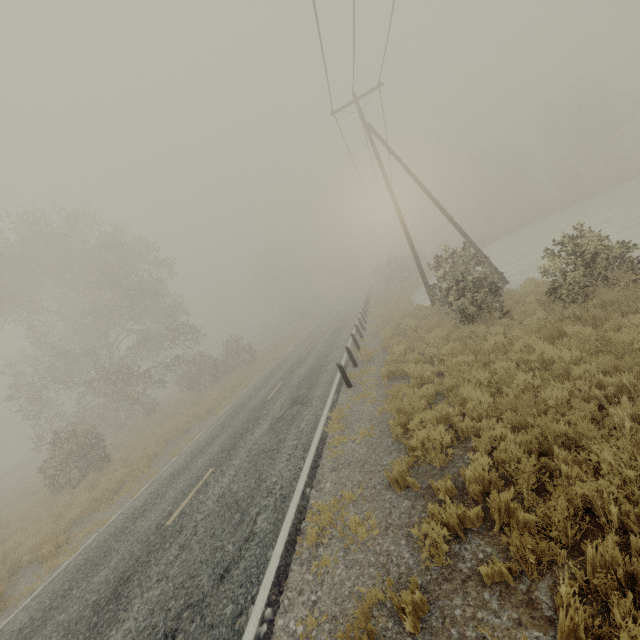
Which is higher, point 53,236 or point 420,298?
point 53,236

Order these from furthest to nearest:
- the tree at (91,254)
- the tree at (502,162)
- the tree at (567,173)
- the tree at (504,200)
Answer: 1. the tree at (504,200)
2. the tree at (502,162)
3. the tree at (567,173)
4. the tree at (91,254)

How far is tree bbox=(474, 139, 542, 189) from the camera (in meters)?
56.22

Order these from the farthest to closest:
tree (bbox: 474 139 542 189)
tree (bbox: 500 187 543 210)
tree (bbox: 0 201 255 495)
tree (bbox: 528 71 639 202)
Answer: tree (bbox: 500 187 543 210), tree (bbox: 474 139 542 189), tree (bbox: 528 71 639 202), tree (bbox: 0 201 255 495)

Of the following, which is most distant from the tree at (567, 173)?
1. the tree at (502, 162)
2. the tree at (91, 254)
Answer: the tree at (91, 254)

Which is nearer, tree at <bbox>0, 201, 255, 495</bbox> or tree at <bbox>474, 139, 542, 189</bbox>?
tree at <bbox>0, 201, 255, 495</bbox>

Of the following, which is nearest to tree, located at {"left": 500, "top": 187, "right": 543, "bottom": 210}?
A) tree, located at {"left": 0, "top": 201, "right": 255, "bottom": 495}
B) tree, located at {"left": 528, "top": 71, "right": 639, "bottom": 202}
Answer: tree, located at {"left": 528, "top": 71, "right": 639, "bottom": 202}
